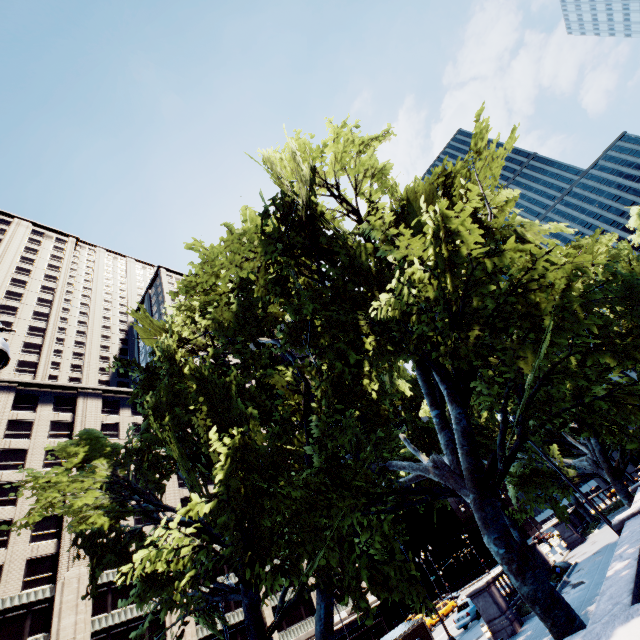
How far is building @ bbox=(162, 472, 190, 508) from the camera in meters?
44.0

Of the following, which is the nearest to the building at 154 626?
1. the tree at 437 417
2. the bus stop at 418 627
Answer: the tree at 437 417

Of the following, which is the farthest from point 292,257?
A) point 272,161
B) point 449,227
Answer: point 449,227

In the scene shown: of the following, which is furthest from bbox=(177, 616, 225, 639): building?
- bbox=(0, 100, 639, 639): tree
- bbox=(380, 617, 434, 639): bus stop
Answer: bbox=(380, 617, 434, 639): bus stop

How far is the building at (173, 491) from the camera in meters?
44.0 m

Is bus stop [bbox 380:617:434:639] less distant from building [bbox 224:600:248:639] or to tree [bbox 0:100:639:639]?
tree [bbox 0:100:639:639]
